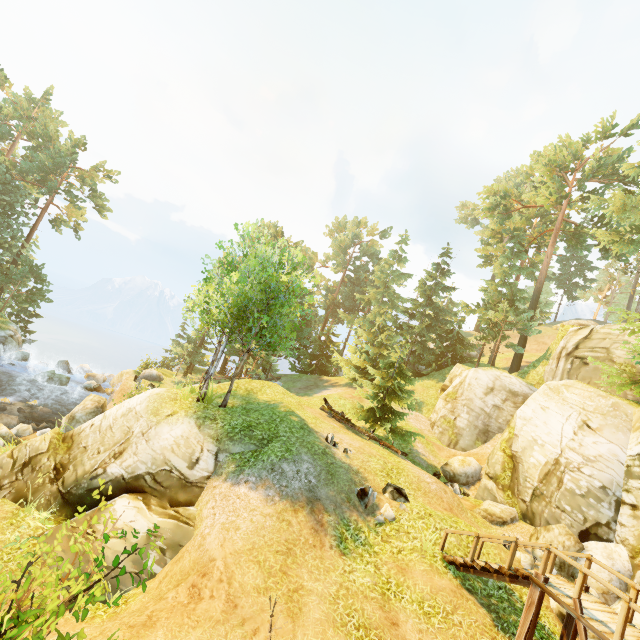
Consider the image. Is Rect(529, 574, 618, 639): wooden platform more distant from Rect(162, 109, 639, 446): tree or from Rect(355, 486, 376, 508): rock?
Rect(162, 109, 639, 446): tree

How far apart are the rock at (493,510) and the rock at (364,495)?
6.07m

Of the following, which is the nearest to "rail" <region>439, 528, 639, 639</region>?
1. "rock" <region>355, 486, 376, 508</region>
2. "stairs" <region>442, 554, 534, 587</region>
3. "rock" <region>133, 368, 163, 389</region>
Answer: "stairs" <region>442, 554, 534, 587</region>

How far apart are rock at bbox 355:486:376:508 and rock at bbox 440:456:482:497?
9.2 meters

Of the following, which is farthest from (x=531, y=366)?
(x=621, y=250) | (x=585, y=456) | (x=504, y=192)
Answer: (x=504, y=192)

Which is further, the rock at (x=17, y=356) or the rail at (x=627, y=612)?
the rock at (x=17, y=356)

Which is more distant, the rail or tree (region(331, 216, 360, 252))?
tree (region(331, 216, 360, 252))

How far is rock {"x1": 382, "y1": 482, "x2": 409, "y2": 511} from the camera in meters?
11.7 m
